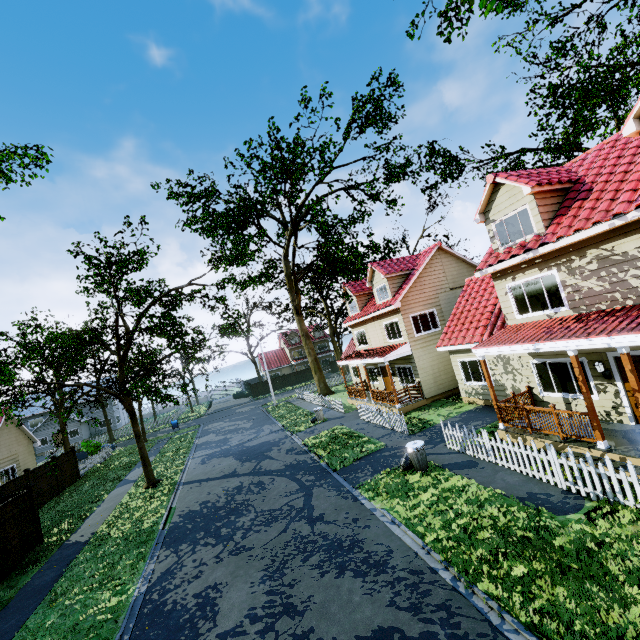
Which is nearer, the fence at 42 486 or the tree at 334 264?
the tree at 334 264

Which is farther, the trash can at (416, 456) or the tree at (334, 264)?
the tree at (334, 264)

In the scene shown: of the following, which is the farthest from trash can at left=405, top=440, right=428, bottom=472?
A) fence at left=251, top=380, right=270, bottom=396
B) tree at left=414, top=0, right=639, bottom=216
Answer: tree at left=414, top=0, right=639, bottom=216

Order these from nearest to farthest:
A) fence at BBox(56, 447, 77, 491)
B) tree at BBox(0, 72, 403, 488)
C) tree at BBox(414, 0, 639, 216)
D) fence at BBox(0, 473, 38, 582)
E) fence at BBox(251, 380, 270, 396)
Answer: fence at BBox(0, 473, 38, 582), tree at BBox(0, 72, 403, 488), tree at BBox(414, 0, 639, 216), fence at BBox(56, 447, 77, 491), fence at BBox(251, 380, 270, 396)

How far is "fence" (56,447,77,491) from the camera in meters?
21.9 m

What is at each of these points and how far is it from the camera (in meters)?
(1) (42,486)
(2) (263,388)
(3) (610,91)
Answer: (1) fence, 19.61
(2) fence, 52.16
(3) tree, 20.00

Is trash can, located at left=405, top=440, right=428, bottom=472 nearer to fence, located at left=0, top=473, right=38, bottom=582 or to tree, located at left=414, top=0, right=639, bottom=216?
fence, located at left=0, top=473, right=38, bottom=582
